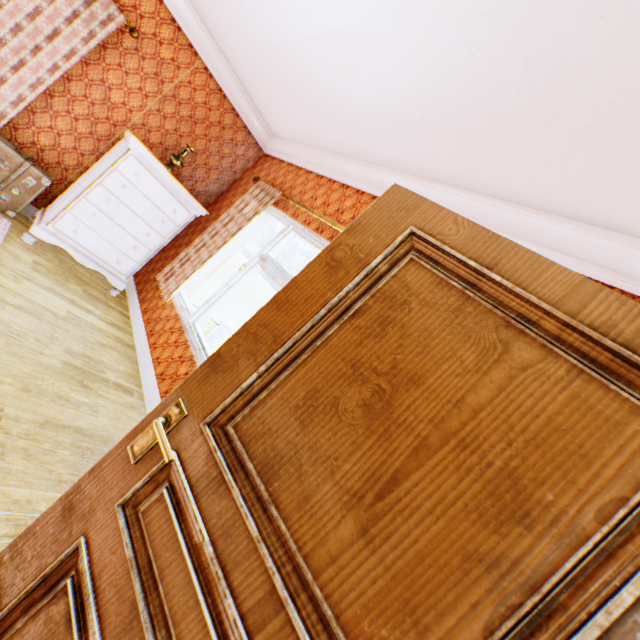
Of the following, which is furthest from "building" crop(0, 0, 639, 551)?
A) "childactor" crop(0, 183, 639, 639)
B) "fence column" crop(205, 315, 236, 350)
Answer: "fence column" crop(205, 315, 236, 350)

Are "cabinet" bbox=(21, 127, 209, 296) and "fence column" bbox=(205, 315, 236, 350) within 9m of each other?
no

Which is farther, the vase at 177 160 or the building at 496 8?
the vase at 177 160

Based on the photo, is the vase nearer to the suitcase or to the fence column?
the suitcase

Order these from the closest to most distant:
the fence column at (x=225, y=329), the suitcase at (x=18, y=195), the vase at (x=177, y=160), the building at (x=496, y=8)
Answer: the building at (x=496, y=8)
the suitcase at (x=18, y=195)
the vase at (x=177, y=160)
the fence column at (x=225, y=329)

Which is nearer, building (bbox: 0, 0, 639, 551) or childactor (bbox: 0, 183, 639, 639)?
childactor (bbox: 0, 183, 639, 639)

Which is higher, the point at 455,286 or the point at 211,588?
the point at 455,286

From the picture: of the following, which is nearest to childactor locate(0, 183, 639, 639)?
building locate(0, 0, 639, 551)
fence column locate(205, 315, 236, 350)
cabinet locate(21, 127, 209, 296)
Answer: building locate(0, 0, 639, 551)
